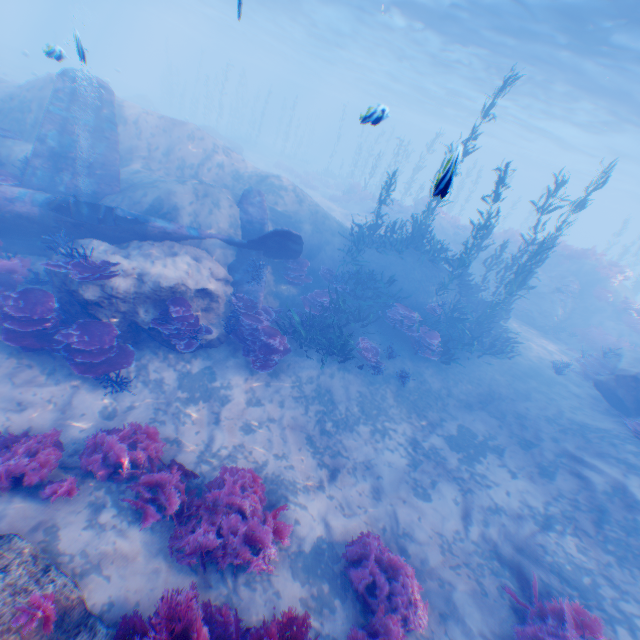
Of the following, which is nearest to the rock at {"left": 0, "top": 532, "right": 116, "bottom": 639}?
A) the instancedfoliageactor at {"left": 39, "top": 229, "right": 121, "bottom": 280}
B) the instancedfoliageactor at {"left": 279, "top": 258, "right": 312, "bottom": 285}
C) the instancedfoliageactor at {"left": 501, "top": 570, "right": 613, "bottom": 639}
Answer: the instancedfoliageactor at {"left": 39, "top": 229, "right": 121, "bottom": 280}

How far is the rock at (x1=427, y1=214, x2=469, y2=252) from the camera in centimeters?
2198cm

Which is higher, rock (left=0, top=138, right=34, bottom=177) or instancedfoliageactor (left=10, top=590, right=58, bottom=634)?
rock (left=0, top=138, right=34, bottom=177)

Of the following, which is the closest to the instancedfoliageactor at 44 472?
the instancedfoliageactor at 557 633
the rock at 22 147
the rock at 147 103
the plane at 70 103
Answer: the rock at 22 147

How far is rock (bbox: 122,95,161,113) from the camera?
34.9m

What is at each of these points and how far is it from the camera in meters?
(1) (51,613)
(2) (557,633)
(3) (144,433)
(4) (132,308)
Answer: (1) instancedfoliageactor, 3.7 m
(2) instancedfoliageactor, 5.1 m
(3) instancedfoliageactor, 6.7 m
(4) rock, 8.4 m

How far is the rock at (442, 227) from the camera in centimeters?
2198cm

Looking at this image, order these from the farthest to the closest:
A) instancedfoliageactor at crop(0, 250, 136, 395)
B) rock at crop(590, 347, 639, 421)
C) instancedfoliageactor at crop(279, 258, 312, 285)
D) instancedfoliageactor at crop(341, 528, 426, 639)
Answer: instancedfoliageactor at crop(279, 258, 312, 285), rock at crop(590, 347, 639, 421), instancedfoliageactor at crop(0, 250, 136, 395), instancedfoliageactor at crop(341, 528, 426, 639)
